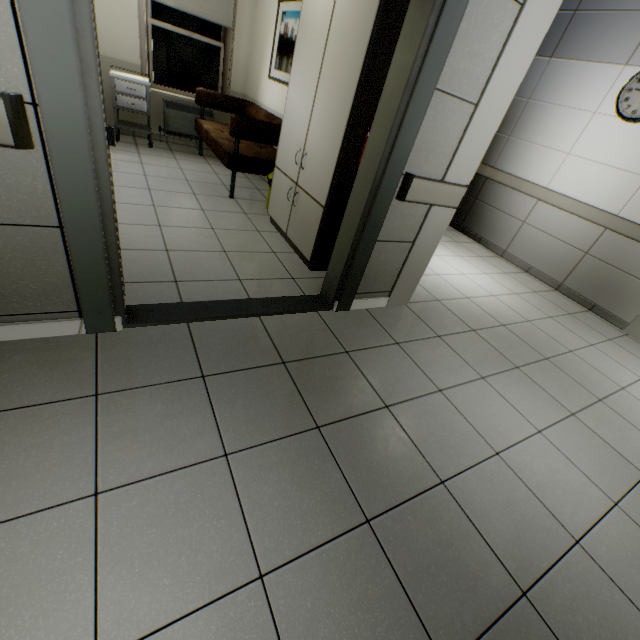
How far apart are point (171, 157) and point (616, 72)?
6.10m

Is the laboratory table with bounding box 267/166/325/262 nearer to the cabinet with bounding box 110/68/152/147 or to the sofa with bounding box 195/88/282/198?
the sofa with bounding box 195/88/282/198

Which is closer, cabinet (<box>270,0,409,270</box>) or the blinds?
cabinet (<box>270,0,409,270</box>)

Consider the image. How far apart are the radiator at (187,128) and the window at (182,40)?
0.2m

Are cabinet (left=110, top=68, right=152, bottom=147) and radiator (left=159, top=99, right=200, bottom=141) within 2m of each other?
yes

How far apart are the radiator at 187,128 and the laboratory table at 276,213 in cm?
307

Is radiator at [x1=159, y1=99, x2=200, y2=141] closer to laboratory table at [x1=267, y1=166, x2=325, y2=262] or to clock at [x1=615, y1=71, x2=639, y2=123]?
laboratory table at [x1=267, y1=166, x2=325, y2=262]

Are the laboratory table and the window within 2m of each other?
no
